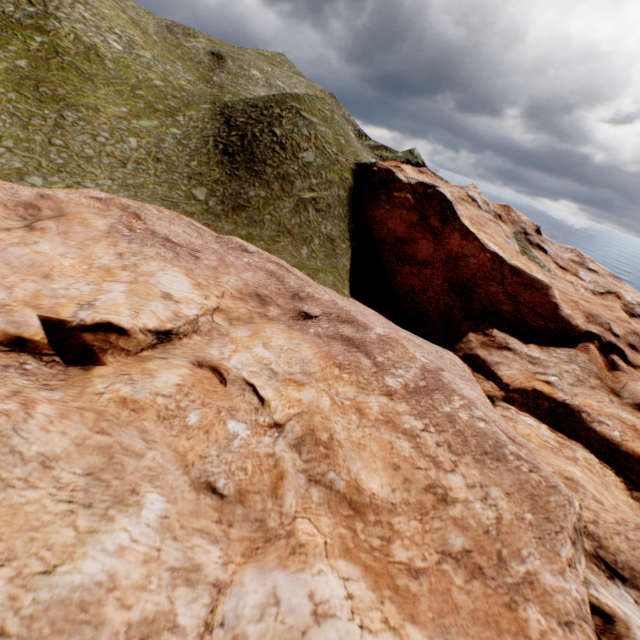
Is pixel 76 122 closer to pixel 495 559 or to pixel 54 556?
pixel 54 556
